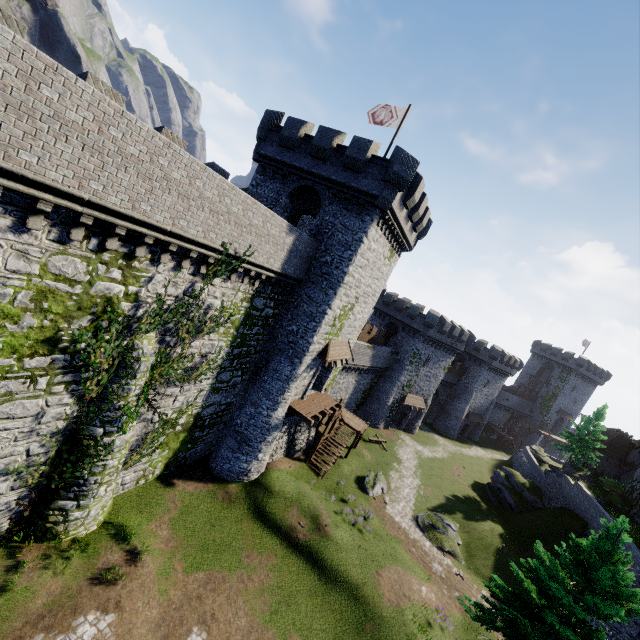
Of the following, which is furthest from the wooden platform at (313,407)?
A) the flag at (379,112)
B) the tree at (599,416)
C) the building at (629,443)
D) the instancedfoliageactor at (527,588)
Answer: the tree at (599,416)

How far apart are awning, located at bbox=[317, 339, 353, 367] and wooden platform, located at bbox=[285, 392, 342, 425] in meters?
3.1 m

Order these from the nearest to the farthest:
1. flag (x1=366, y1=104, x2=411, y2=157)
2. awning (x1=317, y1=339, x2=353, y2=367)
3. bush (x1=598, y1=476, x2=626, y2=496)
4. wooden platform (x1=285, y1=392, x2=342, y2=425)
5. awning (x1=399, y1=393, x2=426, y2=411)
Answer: flag (x1=366, y1=104, x2=411, y2=157), wooden platform (x1=285, y1=392, x2=342, y2=425), awning (x1=317, y1=339, x2=353, y2=367), bush (x1=598, y1=476, x2=626, y2=496), awning (x1=399, y1=393, x2=426, y2=411)

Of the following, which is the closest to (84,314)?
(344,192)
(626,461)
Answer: (344,192)

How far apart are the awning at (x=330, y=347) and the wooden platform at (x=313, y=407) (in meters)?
3.09

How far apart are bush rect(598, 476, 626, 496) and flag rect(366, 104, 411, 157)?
43.21m

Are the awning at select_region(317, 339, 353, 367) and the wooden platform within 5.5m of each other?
yes

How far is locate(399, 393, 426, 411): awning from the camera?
44.0m
